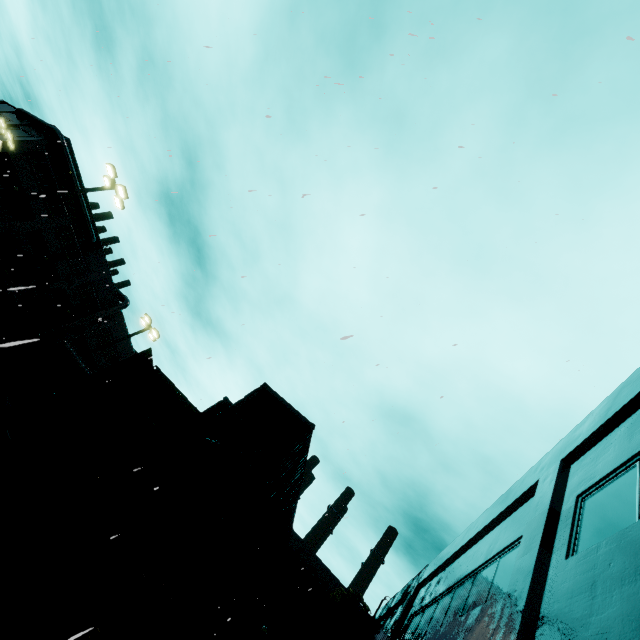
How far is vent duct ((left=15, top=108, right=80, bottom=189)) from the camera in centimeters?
3328cm

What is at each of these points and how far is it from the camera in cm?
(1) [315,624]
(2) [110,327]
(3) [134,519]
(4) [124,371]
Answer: (1) building, 2123
(2) building, 4903
(3) cargo container, 905
(4) cargo container door, 946

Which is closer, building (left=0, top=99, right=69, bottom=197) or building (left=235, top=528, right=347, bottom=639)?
building (left=235, top=528, right=347, bottom=639)

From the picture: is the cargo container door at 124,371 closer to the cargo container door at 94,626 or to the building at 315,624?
the cargo container door at 94,626

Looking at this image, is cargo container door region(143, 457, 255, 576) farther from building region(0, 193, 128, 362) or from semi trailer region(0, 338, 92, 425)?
semi trailer region(0, 338, 92, 425)

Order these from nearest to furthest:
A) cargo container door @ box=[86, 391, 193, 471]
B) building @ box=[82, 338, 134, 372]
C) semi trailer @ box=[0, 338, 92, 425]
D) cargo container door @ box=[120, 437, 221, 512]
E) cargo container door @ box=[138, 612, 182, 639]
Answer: cargo container door @ box=[138, 612, 182, 639] → cargo container door @ box=[120, 437, 221, 512] → cargo container door @ box=[86, 391, 193, 471] → semi trailer @ box=[0, 338, 92, 425] → building @ box=[82, 338, 134, 372]

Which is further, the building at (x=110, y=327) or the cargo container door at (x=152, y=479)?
the building at (x=110, y=327)

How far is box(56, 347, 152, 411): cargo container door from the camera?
8.48m
